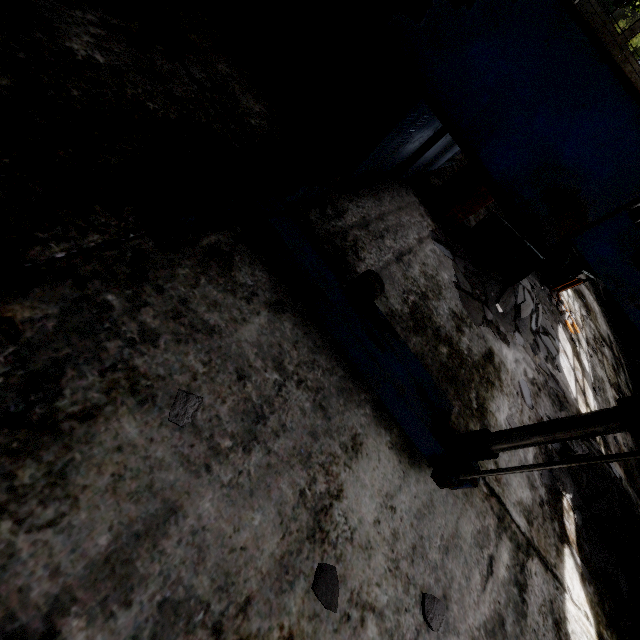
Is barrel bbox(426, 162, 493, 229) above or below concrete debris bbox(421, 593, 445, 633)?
above

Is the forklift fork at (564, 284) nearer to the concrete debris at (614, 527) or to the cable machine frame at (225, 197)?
the concrete debris at (614, 527)

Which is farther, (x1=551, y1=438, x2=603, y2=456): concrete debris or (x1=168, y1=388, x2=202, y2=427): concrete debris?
(x1=551, y1=438, x2=603, y2=456): concrete debris

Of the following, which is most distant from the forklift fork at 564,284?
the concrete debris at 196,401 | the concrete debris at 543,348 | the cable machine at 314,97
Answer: the concrete debris at 196,401

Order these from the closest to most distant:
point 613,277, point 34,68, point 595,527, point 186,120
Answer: point 613,277, point 34,68, point 186,120, point 595,527

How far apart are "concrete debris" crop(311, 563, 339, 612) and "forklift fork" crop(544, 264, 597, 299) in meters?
7.7 m

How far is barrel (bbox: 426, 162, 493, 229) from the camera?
4.27m

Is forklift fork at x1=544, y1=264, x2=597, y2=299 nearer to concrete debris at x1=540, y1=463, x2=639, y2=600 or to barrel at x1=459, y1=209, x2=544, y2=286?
concrete debris at x1=540, y1=463, x2=639, y2=600
